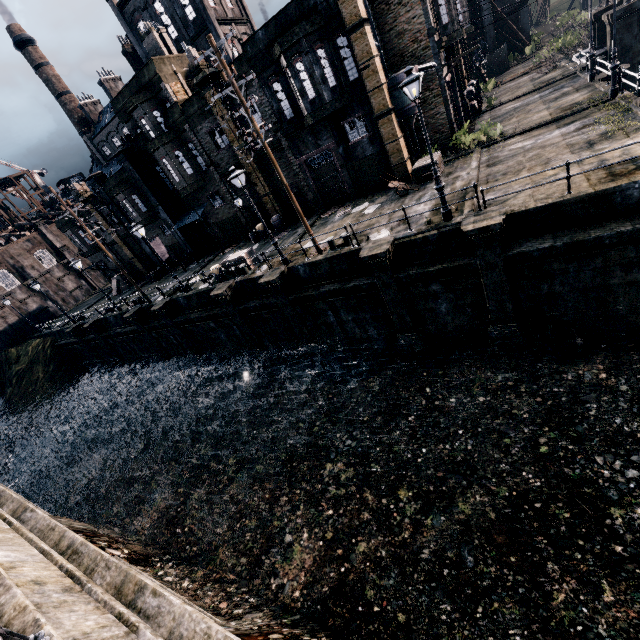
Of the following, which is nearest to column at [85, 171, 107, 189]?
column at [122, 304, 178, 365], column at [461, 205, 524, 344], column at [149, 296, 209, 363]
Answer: column at [122, 304, 178, 365]

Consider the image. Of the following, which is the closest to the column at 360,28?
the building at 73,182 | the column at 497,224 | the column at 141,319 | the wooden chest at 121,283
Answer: the column at 497,224

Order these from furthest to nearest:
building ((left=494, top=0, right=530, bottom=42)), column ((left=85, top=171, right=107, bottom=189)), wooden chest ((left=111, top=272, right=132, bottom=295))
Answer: building ((left=494, top=0, right=530, bottom=42)) → wooden chest ((left=111, top=272, right=132, bottom=295)) → column ((left=85, top=171, right=107, bottom=189))

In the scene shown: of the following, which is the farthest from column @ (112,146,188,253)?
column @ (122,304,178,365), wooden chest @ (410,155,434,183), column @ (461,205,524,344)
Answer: column @ (461,205,524,344)

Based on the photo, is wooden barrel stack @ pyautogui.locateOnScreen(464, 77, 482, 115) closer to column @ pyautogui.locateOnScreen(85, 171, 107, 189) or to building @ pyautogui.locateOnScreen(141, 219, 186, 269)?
building @ pyautogui.locateOnScreen(141, 219, 186, 269)

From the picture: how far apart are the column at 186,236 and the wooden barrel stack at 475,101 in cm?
2916

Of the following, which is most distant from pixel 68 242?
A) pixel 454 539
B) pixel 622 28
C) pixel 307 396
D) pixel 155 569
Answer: pixel 622 28

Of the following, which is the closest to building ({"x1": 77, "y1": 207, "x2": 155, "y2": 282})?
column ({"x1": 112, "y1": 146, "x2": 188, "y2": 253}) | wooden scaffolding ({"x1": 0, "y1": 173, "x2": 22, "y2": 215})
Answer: wooden scaffolding ({"x1": 0, "y1": 173, "x2": 22, "y2": 215})
